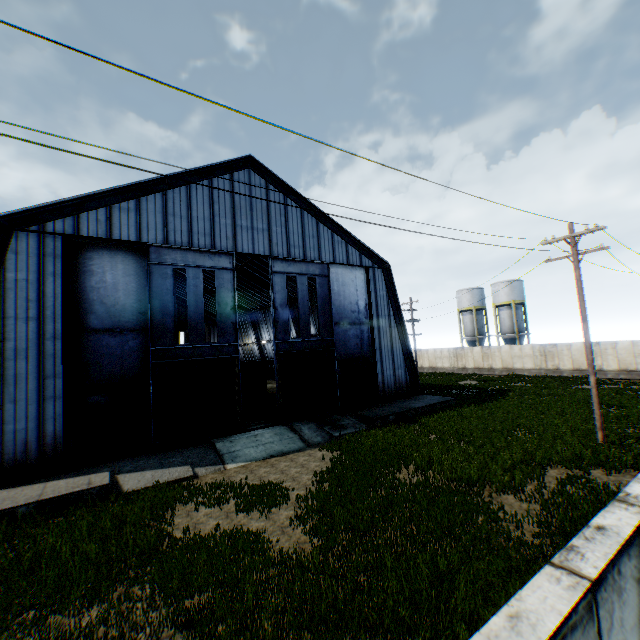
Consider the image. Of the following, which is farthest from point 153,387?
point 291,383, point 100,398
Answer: point 291,383

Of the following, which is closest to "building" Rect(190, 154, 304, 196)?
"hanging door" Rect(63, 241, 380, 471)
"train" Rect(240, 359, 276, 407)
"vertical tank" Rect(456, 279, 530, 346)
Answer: "hanging door" Rect(63, 241, 380, 471)

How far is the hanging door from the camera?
15.41m

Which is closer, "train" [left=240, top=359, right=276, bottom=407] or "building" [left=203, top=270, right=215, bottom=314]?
"train" [left=240, top=359, right=276, bottom=407]

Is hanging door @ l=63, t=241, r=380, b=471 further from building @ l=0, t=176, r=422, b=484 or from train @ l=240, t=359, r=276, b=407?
train @ l=240, t=359, r=276, b=407

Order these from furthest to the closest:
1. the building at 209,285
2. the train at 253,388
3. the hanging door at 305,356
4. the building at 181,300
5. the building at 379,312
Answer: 1. the building at 181,300
2. the building at 209,285
3. the train at 253,388
4. the hanging door at 305,356
5. the building at 379,312

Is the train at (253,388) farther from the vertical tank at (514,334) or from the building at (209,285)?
the vertical tank at (514,334)

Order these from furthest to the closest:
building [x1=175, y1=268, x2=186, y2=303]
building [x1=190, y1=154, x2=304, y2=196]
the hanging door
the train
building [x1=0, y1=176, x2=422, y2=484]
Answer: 1. building [x1=175, y1=268, x2=186, y2=303]
2. the train
3. building [x1=190, y1=154, x2=304, y2=196]
4. the hanging door
5. building [x1=0, y1=176, x2=422, y2=484]
